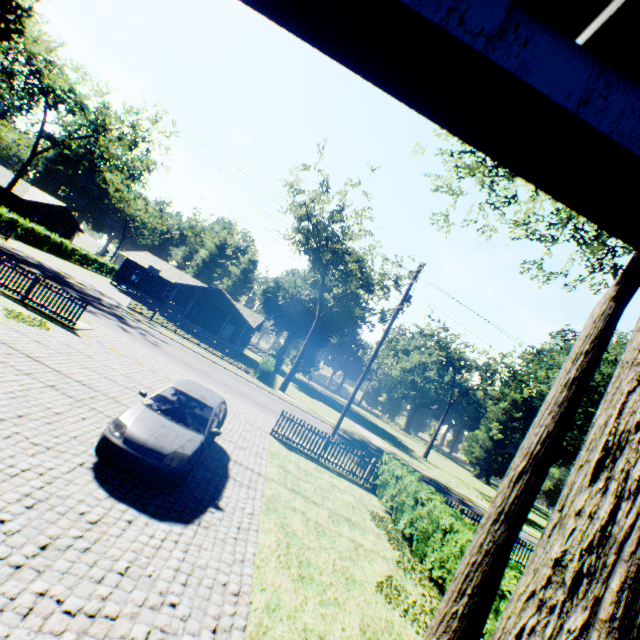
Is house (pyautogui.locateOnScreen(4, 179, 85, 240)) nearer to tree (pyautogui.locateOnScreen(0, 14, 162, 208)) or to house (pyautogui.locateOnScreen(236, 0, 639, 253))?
tree (pyautogui.locateOnScreen(0, 14, 162, 208))

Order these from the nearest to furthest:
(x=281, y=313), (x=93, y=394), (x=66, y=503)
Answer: (x=66, y=503) < (x=93, y=394) < (x=281, y=313)

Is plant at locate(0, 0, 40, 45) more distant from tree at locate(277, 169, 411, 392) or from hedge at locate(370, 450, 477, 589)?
hedge at locate(370, 450, 477, 589)

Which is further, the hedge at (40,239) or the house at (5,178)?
the house at (5,178)

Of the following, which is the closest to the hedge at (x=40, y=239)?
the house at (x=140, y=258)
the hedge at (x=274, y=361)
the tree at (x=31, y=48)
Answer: the tree at (x=31, y=48)

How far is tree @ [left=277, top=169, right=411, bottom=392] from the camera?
29.5m

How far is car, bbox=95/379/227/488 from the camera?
6.1 meters

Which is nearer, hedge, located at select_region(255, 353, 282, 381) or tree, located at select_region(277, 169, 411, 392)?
tree, located at select_region(277, 169, 411, 392)
